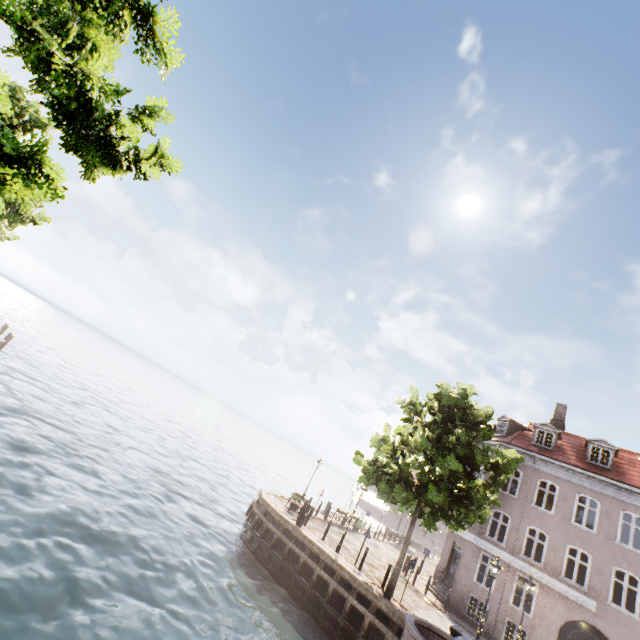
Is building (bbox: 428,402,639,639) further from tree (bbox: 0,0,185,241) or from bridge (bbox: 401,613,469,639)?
bridge (bbox: 401,613,469,639)

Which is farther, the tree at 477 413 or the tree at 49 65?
the tree at 477 413

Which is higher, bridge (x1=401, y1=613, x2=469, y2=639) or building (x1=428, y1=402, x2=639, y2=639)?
building (x1=428, y1=402, x2=639, y2=639)

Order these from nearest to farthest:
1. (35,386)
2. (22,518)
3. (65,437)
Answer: (22,518)
(65,437)
(35,386)

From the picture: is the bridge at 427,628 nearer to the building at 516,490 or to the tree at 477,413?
the tree at 477,413

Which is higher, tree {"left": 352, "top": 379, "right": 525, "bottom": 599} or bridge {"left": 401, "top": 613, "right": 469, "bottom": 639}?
tree {"left": 352, "top": 379, "right": 525, "bottom": 599}

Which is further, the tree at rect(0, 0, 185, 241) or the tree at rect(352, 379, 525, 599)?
the tree at rect(352, 379, 525, 599)
